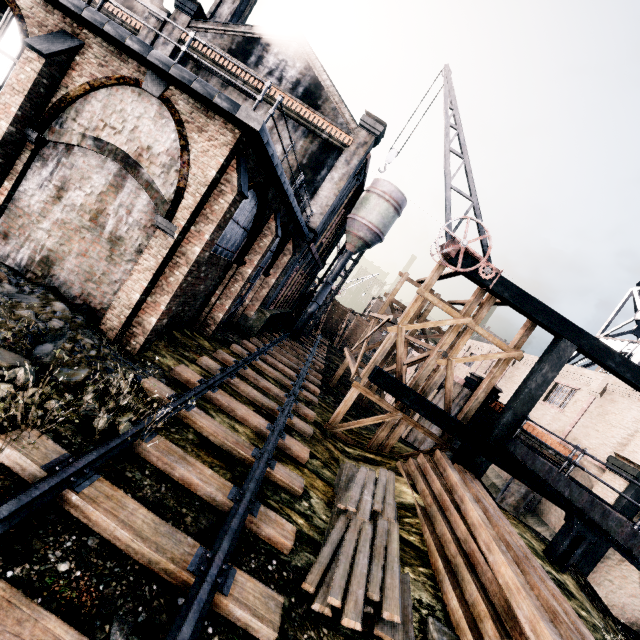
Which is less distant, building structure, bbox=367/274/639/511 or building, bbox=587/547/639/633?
building structure, bbox=367/274/639/511

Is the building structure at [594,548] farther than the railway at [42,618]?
Yes

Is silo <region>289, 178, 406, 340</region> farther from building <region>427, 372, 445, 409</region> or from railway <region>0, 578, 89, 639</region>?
railway <region>0, 578, 89, 639</region>

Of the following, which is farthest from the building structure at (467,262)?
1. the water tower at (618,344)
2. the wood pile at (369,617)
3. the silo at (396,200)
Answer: the silo at (396,200)

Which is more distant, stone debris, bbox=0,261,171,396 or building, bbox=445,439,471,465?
building, bbox=445,439,471,465

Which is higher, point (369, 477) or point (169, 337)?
point (369, 477)

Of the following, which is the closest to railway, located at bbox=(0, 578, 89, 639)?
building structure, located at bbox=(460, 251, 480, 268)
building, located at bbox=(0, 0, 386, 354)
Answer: building, located at bbox=(0, 0, 386, 354)

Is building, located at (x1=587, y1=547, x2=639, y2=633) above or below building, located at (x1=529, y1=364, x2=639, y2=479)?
below
